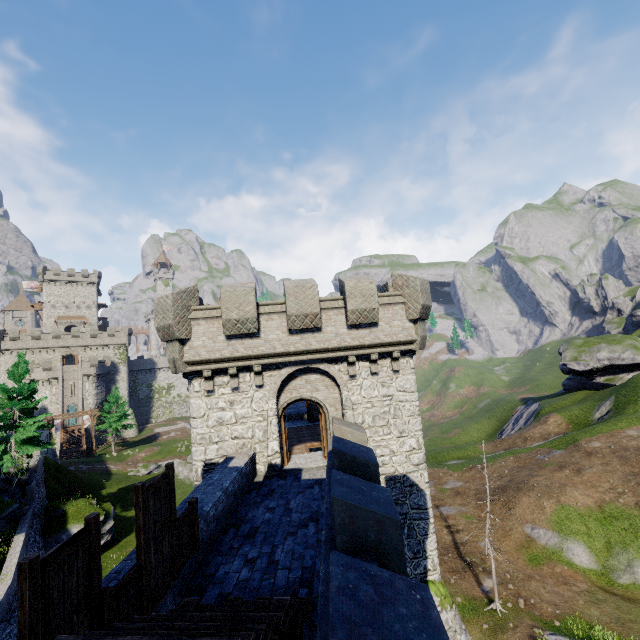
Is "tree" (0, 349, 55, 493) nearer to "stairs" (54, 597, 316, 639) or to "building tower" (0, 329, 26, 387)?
"stairs" (54, 597, 316, 639)

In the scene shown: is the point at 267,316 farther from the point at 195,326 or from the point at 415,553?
the point at 415,553

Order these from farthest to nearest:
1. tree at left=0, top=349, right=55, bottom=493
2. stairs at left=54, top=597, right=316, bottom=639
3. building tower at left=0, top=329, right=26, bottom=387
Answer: building tower at left=0, top=329, right=26, bottom=387
tree at left=0, top=349, right=55, bottom=493
stairs at left=54, top=597, right=316, bottom=639

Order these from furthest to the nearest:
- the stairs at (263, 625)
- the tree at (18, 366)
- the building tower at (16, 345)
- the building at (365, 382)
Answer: the building tower at (16, 345), the tree at (18, 366), the building at (365, 382), the stairs at (263, 625)

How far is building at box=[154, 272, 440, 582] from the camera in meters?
12.8

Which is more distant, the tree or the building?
the tree

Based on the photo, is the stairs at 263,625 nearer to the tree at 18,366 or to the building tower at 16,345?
the tree at 18,366
